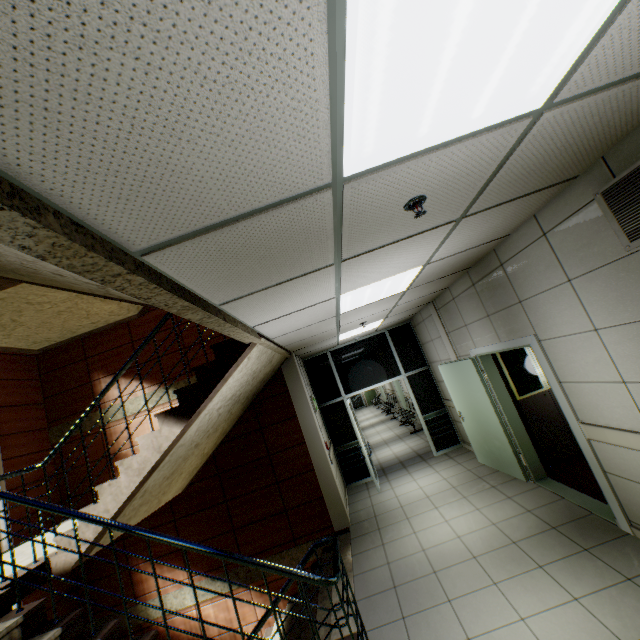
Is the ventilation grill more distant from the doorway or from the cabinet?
the doorway

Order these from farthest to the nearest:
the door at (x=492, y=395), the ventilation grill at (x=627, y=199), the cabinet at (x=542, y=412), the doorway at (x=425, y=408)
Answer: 1. the doorway at (x=425, y=408)
2. the cabinet at (x=542, y=412)
3. the door at (x=492, y=395)
4. the ventilation grill at (x=627, y=199)

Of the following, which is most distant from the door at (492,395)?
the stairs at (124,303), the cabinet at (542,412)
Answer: the stairs at (124,303)

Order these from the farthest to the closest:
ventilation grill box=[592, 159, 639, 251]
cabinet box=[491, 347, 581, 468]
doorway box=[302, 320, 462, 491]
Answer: doorway box=[302, 320, 462, 491] → cabinet box=[491, 347, 581, 468] → ventilation grill box=[592, 159, 639, 251]

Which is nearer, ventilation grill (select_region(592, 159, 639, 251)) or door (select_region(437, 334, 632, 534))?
ventilation grill (select_region(592, 159, 639, 251))

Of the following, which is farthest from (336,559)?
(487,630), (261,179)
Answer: (261,179)

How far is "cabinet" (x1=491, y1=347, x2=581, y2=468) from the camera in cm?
518

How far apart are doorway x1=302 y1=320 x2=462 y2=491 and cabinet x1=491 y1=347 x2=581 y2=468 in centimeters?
257cm
